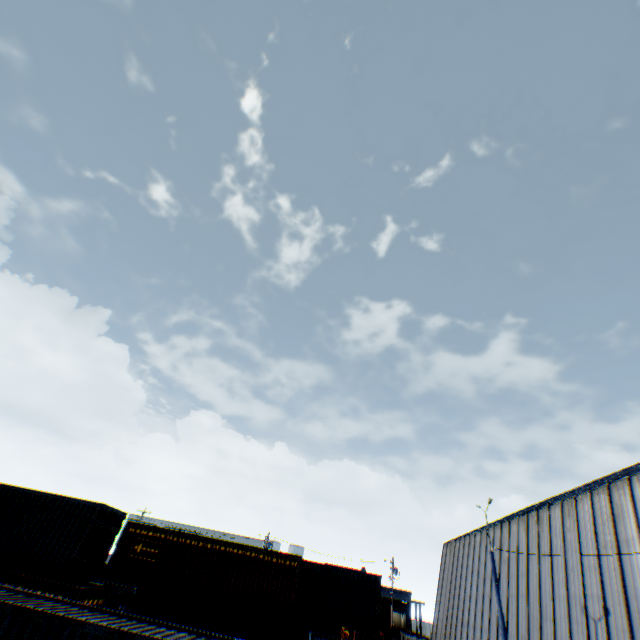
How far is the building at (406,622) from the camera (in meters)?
51.16

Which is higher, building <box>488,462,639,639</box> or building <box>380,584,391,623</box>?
building <box>488,462,639,639</box>

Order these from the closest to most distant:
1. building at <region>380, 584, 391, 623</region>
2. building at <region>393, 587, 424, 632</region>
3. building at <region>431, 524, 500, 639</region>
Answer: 1. building at <region>431, 524, 500, 639</region>
2. building at <region>393, 587, 424, 632</region>
3. building at <region>380, 584, 391, 623</region>

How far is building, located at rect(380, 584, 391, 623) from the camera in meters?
53.2 m

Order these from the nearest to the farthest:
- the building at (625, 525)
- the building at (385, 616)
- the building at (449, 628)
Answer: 1. the building at (625, 525)
2. the building at (449, 628)
3. the building at (385, 616)

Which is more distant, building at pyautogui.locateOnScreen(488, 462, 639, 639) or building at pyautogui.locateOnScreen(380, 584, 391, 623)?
building at pyautogui.locateOnScreen(380, 584, 391, 623)

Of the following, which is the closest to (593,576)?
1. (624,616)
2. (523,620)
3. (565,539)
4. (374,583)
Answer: (624,616)
